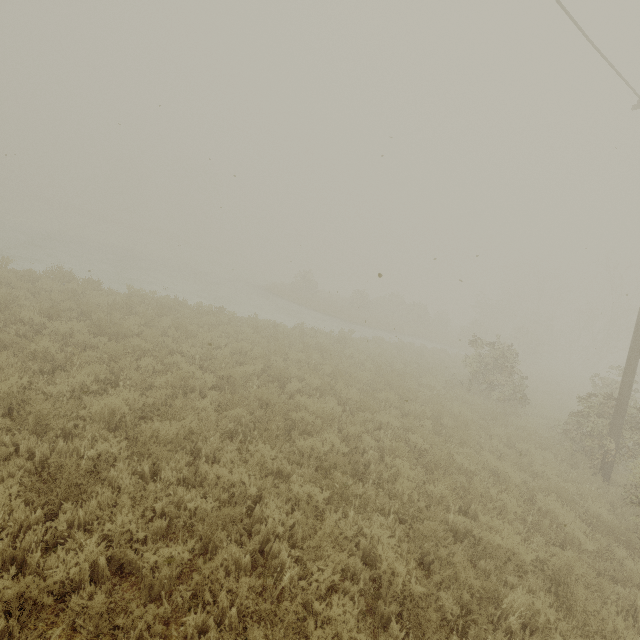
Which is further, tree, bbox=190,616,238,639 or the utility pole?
the utility pole

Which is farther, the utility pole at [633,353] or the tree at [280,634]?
the utility pole at [633,353]

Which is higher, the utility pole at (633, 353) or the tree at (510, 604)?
the utility pole at (633, 353)

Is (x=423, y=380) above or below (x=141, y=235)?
above

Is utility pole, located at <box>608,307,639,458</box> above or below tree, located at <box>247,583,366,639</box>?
above

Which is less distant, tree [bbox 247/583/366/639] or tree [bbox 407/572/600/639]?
tree [bbox 247/583/366/639]

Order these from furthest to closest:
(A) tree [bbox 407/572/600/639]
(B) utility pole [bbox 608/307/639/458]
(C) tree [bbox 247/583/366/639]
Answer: (B) utility pole [bbox 608/307/639/458]
(A) tree [bbox 407/572/600/639]
(C) tree [bbox 247/583/366/639]
